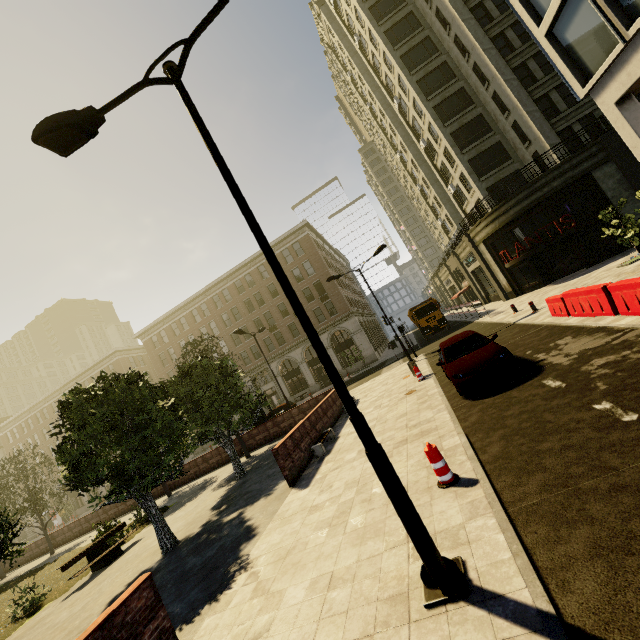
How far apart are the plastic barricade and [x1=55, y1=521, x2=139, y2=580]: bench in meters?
13.3 m

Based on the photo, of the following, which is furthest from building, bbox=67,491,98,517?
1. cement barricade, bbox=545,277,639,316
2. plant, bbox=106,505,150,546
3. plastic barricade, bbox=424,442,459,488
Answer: plant, bbox=106,505,150,546

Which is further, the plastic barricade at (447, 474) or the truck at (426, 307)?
the truck at (426, 307)

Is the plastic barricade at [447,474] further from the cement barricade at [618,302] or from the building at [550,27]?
the building at [550,27]

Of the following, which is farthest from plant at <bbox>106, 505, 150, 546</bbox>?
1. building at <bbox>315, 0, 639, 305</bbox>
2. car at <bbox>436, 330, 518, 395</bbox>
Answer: building at <bbox>315, 0, 639, 305</bbox>

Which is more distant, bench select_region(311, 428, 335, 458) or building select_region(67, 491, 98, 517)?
building select_region(67, 491, 98, 517)

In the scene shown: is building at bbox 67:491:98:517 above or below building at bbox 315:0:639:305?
below

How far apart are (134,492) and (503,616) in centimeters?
1013cm
